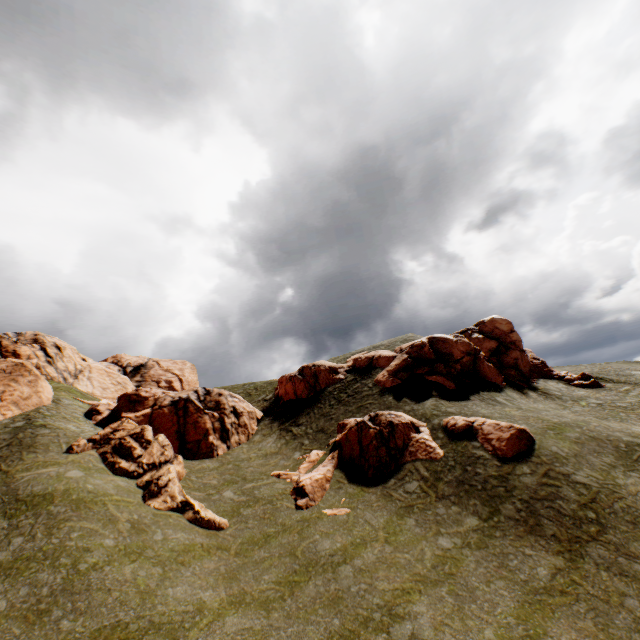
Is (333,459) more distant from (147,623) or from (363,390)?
(147,623)

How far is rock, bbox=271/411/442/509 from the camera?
19.70m

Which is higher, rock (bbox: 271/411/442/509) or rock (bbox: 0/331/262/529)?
rock (bbox: 0/331/262/529)

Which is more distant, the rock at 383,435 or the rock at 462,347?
the rock at 462,347

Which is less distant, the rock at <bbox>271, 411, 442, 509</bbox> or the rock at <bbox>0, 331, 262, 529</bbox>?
the rock at <bbox>0, 331, 262, 529</bbox>

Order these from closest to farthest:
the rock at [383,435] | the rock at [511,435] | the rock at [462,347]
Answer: the rock at [511,435]
the rock at [383,435]
the rock at [462,347]
